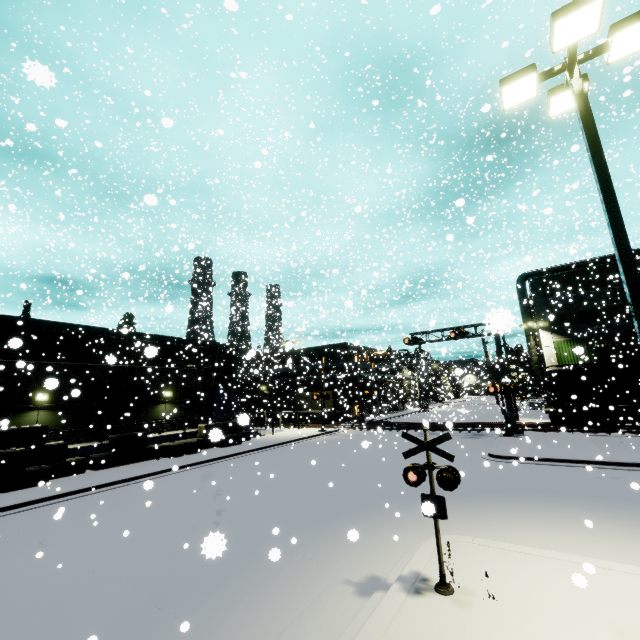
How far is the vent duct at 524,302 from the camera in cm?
3230

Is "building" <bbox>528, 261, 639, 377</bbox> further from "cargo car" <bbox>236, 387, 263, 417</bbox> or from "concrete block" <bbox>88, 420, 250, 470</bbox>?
"cargo car" <bbox>236, 387, 263, 417</bbox>

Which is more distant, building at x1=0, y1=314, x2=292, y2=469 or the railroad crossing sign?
building at x1=0, y1=314, x2=292, y2=469

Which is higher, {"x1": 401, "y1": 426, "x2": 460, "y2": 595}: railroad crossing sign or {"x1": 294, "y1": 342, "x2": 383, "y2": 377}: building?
{"x1": 294, "y1": 342, "x2": 383, "y2": 377}: building

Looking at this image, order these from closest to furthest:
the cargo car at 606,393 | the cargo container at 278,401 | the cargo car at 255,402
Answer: the cargo car at 606,393
the cargo container at 278,401
the cargo car at 255,402

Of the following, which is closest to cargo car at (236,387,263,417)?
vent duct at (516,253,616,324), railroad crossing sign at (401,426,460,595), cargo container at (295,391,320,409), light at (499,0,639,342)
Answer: cargo container at (295,391,320,409)

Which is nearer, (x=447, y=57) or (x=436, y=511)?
(x=436, y=511)

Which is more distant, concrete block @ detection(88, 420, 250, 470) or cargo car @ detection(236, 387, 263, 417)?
cargo car @ detection(236, 387, 263, 417)
